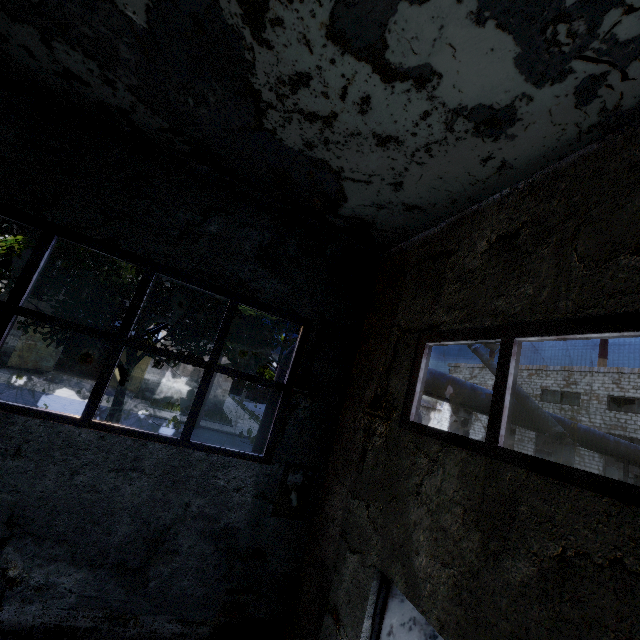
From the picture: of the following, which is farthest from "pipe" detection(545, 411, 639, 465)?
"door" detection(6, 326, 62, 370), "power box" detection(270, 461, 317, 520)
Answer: "door" detection(6, 326, 62, 370)

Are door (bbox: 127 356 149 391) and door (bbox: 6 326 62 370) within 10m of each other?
yes

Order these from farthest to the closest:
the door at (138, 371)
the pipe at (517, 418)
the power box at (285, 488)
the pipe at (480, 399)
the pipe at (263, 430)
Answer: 1. the door at (138, 371)
2. the pipe at (517, 418)
3. the pipe at (480, 399)
4. the pipe at (263, 430)
5. the power box at (285, 488)

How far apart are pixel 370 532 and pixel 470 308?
3.0 meters

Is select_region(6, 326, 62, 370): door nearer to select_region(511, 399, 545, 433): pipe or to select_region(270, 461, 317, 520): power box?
select_region(511, 399, 545, 433): pipe

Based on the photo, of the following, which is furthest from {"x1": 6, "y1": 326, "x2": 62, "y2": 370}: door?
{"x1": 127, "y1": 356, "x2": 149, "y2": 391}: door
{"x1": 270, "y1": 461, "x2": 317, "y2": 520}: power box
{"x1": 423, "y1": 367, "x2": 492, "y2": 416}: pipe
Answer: {"x1": 270, "y1": 461, "x2": 317, "y2": 520}: power box

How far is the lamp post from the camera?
7.3 meters

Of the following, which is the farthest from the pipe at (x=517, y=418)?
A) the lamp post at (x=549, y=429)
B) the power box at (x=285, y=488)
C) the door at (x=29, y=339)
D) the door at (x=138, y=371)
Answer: the door at (x=138, y=371)
